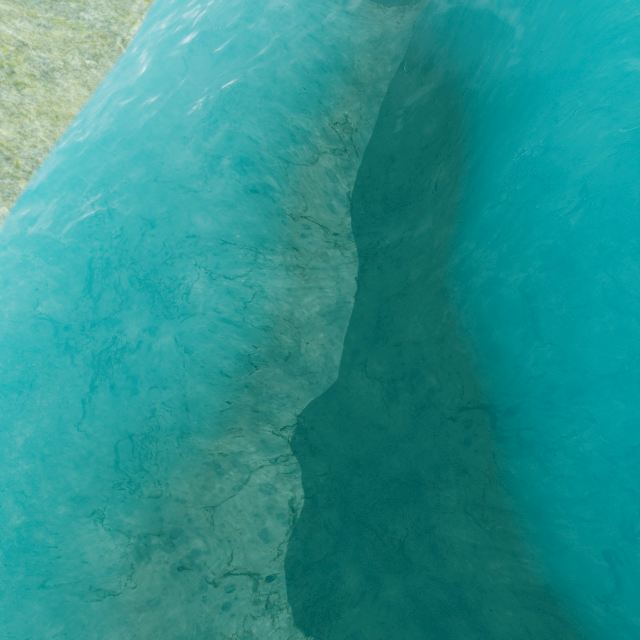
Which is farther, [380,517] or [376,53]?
[376,53]
